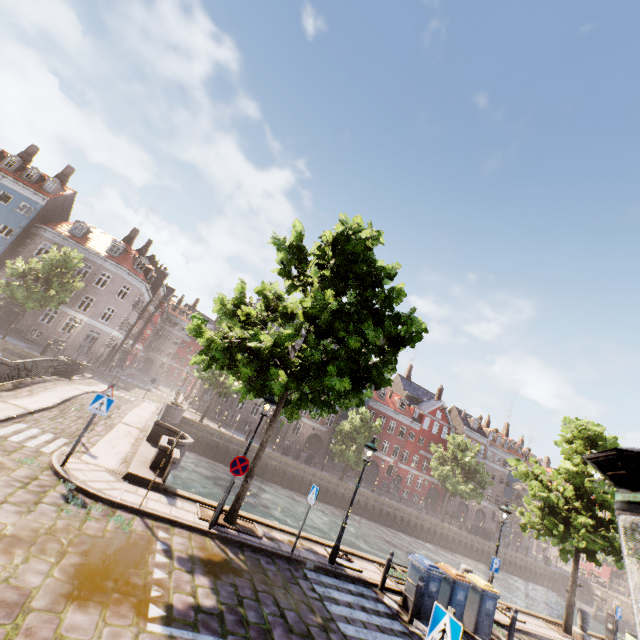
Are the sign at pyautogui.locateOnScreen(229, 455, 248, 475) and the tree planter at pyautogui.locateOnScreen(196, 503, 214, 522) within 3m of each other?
yes

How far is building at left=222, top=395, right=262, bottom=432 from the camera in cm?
3907

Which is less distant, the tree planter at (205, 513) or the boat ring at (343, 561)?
the tree planter at (205, 513)

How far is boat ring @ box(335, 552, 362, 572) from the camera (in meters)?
10.14

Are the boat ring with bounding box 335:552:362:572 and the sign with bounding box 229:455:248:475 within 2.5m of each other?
no

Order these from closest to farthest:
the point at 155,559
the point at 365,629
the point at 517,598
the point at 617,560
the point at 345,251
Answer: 1. the point at 155,559
2. the point at 365,629
3. the point at 345,251
4. the point at 617,560
5. the point at 517,598

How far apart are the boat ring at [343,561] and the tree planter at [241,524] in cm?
266

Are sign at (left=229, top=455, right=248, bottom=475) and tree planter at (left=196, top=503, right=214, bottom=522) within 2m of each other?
yes
